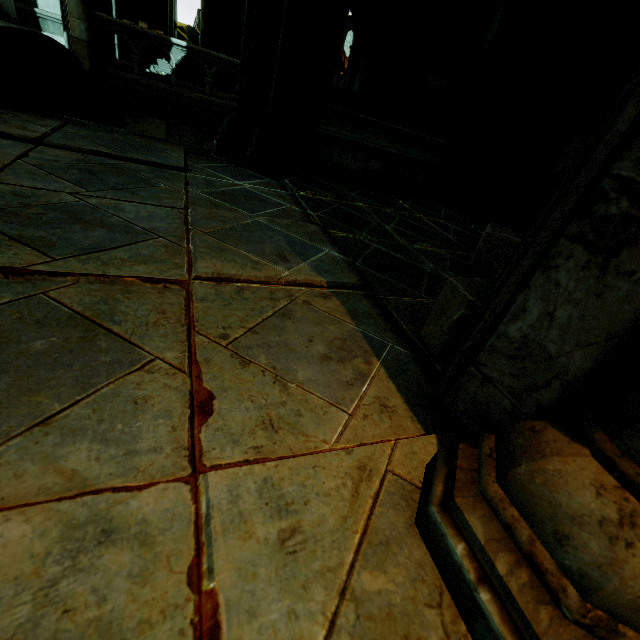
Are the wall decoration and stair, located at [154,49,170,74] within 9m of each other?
yes

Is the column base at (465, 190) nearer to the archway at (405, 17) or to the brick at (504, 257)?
the brick at (504, 257)

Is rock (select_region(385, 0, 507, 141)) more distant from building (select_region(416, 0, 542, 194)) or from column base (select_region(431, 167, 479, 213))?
column base (select_region(431, 167, 479, 213))

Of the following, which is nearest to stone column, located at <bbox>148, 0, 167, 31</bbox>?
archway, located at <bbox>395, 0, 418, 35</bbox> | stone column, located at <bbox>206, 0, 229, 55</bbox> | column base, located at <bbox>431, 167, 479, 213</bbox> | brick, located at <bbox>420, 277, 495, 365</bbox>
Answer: stone column, located at <bbox>206, 0, 229, 55</bbox>

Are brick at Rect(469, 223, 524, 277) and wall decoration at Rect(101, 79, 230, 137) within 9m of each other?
no

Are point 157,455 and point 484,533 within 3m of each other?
yes

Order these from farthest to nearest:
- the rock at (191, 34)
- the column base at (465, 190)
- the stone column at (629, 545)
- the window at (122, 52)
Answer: the rock at (191, 34) → the window at (122, 52) → the column base at (465, 190) → the stone column at (629, 545)

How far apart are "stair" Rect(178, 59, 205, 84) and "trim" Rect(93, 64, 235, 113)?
3.81m
